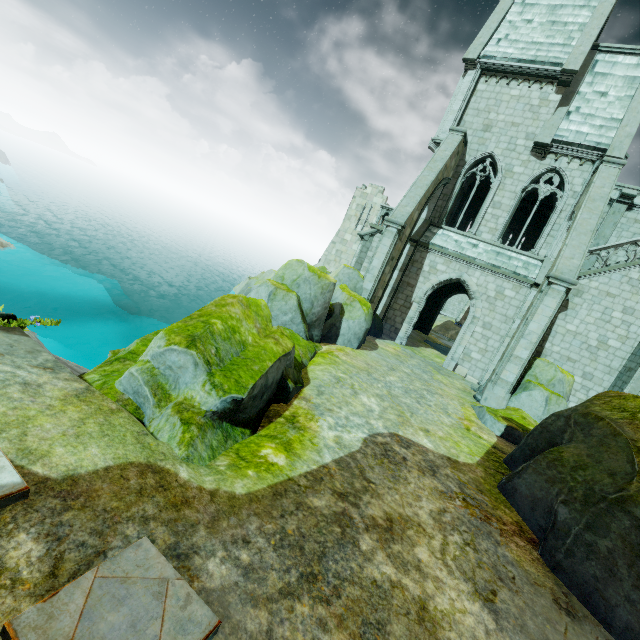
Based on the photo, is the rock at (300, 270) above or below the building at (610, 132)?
below

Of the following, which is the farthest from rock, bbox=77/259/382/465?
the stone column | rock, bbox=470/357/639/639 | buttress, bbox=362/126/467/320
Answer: rock, bbox=470/357/639/639

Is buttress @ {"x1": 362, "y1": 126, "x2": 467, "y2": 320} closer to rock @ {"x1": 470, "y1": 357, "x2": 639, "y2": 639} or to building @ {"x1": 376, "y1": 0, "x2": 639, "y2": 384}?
building @ {"x1": 376, "y1": 0, "x2": 639, "y2": 384}

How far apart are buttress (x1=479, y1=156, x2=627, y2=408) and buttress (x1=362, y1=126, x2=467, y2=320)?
5.9m

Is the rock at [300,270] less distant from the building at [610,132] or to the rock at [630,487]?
the building at [610,132]

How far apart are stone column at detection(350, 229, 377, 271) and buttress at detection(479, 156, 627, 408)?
9.69m

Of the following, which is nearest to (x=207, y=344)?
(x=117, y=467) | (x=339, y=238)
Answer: (x=117, y=467)

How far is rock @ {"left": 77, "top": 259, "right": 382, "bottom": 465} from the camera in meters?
5.0
